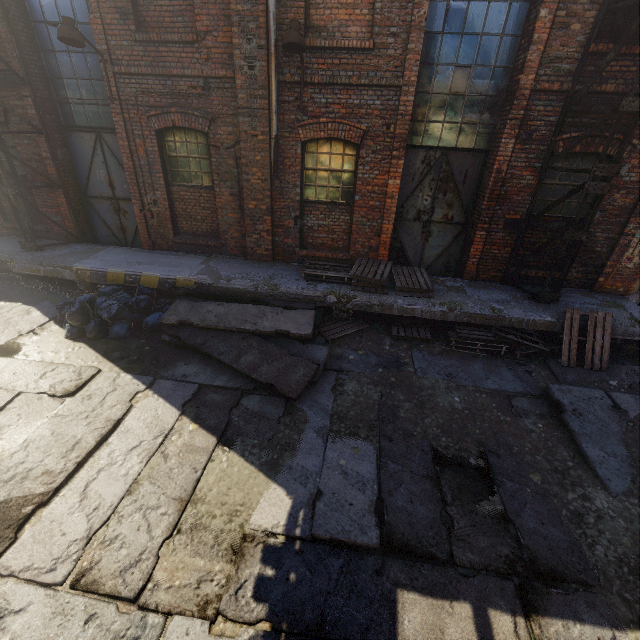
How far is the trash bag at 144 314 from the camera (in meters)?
6.63

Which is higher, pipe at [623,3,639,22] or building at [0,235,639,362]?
pipe at [623,3,639,22]

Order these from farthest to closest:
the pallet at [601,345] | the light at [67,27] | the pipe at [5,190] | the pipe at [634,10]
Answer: the pipe at [5,190]
the pallet at [601,345]
the light at [67,27]
the pipe at [634,10]

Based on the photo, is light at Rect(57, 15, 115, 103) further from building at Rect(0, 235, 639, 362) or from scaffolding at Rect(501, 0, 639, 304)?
scaffolding at Rect(501, 0, 639, 304)

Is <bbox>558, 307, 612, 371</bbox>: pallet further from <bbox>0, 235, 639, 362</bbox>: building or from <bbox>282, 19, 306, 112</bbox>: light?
<bbox>282, 19, 306, 112</bbox>: light

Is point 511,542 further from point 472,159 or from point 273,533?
point 472,159

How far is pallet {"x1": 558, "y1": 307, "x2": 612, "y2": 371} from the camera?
6.4m

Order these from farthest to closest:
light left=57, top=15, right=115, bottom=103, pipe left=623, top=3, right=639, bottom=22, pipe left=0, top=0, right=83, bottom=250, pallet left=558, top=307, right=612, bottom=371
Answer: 1. pipe left=0, top=0, right=83, bottom=250
2. pallet left=558, top=307, right=612, bottom=371
3. light left=57, top=15, right=115, bottom=103
4. pipe left=623, top=3, right=639, bottom=22
